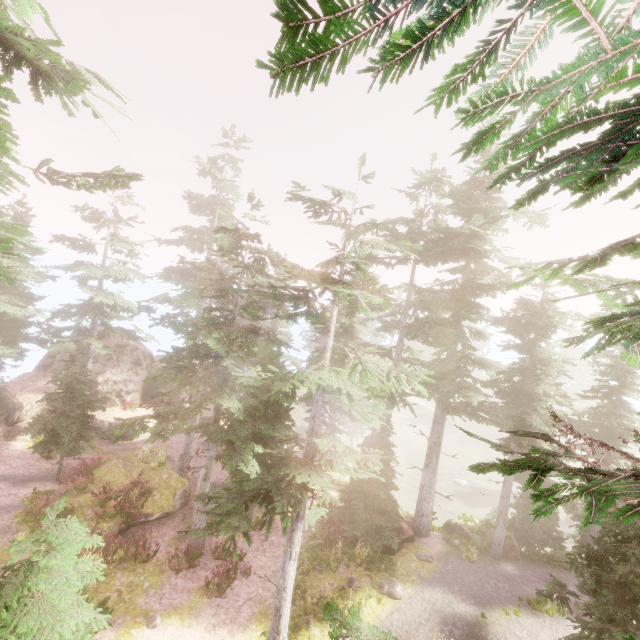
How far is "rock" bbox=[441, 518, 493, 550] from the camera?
20.0 meters

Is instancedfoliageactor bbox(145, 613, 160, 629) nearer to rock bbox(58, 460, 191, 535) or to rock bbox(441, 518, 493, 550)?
rock bbox(441, 518, 493, 550)

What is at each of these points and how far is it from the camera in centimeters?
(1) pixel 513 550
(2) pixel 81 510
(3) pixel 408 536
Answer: (1) rock, 1953cm
(2) rock, 1595cm
(3) rock, 1872cm

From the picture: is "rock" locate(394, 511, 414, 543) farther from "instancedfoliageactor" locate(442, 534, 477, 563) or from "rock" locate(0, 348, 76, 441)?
"rock" locate(0, 348, 76, 441)

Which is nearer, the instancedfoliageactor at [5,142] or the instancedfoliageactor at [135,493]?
the instancedfoliageactor at [5,142]

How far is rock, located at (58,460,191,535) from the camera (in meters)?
15.94

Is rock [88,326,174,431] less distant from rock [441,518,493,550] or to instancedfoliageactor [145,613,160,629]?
instancedfoliageactor [145,613,160,629]

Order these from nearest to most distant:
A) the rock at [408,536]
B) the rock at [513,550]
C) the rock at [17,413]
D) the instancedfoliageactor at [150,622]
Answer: the instancedfoliageactor at [150,622] < the rock at [408,536] < the rock at [513,550] < the rock at [17,413]
